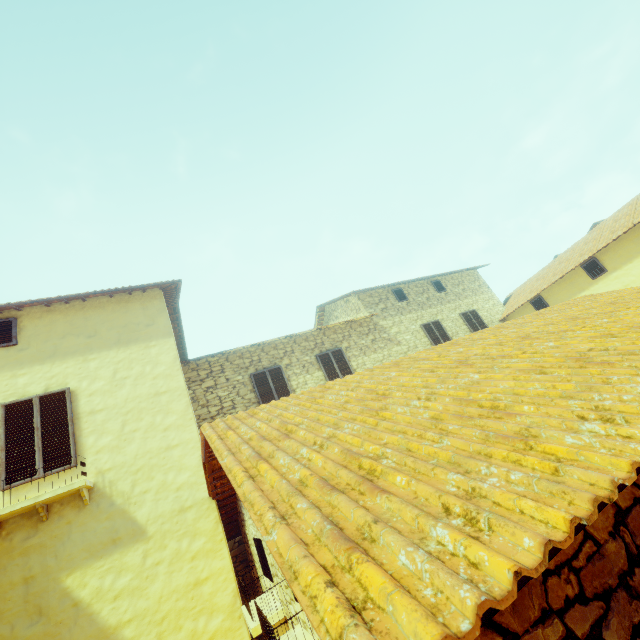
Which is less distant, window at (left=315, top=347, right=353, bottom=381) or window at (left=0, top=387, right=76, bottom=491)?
window at (left=0, top=387, right=76, bottom=491)

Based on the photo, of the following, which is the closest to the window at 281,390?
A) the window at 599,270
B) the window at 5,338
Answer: the window at 599,270

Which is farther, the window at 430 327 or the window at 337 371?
the window at 430 327

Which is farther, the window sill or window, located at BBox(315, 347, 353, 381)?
window, located at BBox(315, 347, 353, 381)

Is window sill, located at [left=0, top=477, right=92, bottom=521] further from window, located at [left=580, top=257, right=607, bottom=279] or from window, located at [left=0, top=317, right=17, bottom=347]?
window, located at [left=580, top=257, right=607, bottom=279]

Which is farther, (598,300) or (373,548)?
(598,300)

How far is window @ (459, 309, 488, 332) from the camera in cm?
1488
